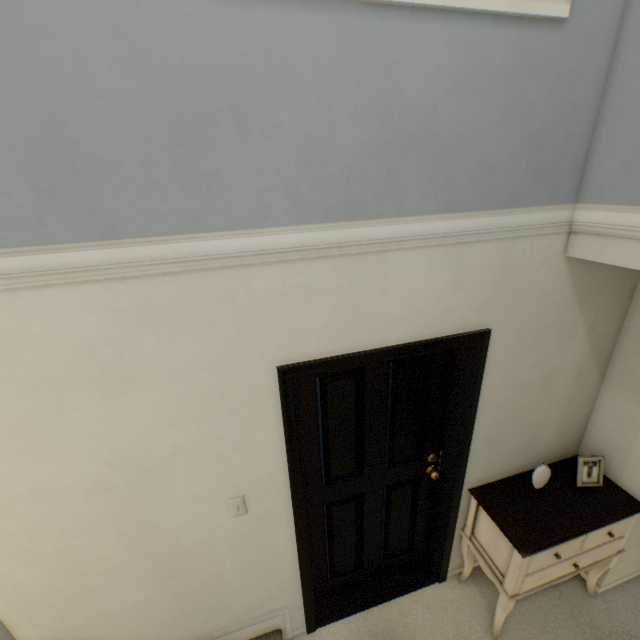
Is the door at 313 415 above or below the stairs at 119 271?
below

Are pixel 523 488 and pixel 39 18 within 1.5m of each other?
no

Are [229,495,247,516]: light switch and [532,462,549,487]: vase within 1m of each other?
no

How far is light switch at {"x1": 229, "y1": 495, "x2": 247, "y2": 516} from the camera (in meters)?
1.63

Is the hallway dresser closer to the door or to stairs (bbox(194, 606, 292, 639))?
the door

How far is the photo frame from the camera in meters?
2.1 m

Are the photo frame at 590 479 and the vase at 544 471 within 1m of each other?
yes

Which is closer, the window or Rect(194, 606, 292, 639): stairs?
the window
